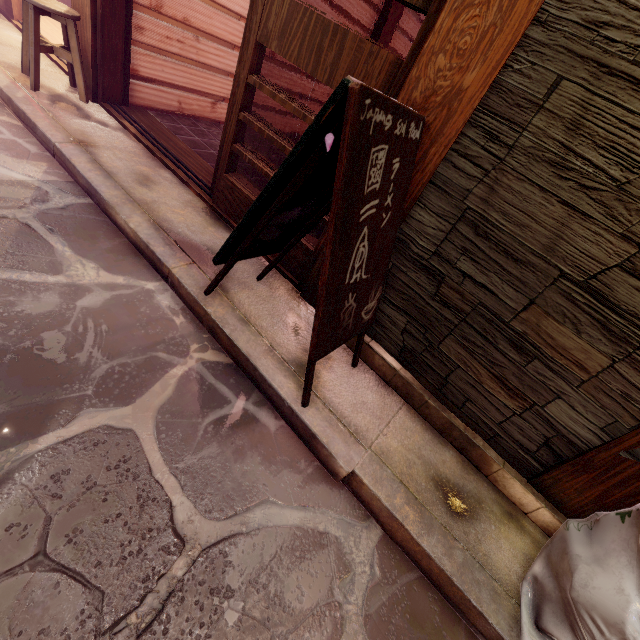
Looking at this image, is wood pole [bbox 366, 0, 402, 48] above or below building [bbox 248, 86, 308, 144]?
above

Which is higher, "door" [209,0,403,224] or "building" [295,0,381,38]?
"building" [295,0,381,38]

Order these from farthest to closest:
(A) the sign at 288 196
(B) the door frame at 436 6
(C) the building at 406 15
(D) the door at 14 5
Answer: (C) the building at 406 15
(D) the door at 14 5
(B) the door frame at 436 6
(A) the sign at 288 196

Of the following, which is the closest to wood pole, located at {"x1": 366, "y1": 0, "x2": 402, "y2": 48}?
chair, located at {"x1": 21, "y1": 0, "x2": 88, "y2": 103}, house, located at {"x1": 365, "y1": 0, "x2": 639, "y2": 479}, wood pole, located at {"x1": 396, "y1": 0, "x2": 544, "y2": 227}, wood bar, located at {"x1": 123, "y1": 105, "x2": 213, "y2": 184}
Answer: wood bar, located at {"x1": 123, "y1": 105, "x2": 213, "y2": 184}

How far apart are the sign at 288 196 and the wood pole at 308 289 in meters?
0.2 m

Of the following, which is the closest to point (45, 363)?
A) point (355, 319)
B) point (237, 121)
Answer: point (355, 319)

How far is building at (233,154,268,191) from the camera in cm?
722

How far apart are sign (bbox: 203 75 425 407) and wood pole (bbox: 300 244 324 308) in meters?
0.2
